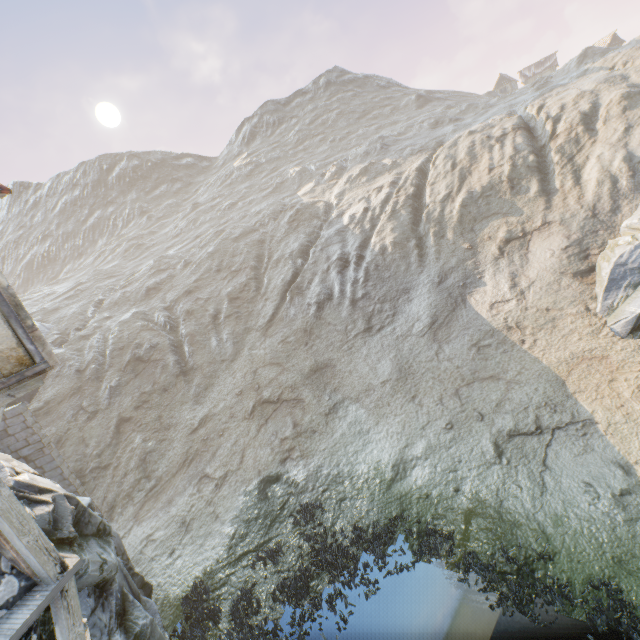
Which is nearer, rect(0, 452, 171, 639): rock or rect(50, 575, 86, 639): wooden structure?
rect(50, 575, 86, 639): wooden structure

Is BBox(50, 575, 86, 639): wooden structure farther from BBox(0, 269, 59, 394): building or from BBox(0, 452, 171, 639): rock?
BBox(0, 269, 59, 394): building

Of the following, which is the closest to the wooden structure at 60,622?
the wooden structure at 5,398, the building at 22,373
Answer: the wooden structure at 5,398

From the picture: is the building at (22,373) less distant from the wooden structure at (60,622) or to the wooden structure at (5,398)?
the wooden structure at (5,398)

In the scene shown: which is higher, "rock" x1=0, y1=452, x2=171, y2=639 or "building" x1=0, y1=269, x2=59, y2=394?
"building" x1=0, y1=269, x2=59, y2=394

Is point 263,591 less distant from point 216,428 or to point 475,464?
point 475,464

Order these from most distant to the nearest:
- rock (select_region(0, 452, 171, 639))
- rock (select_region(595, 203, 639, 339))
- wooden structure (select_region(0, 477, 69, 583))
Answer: rock (select_region(595, 203, 639, 339)) < rock (select_region(0, 452, 171, 639)) < wooden structure (select_region(0, 477, 69, 583))
